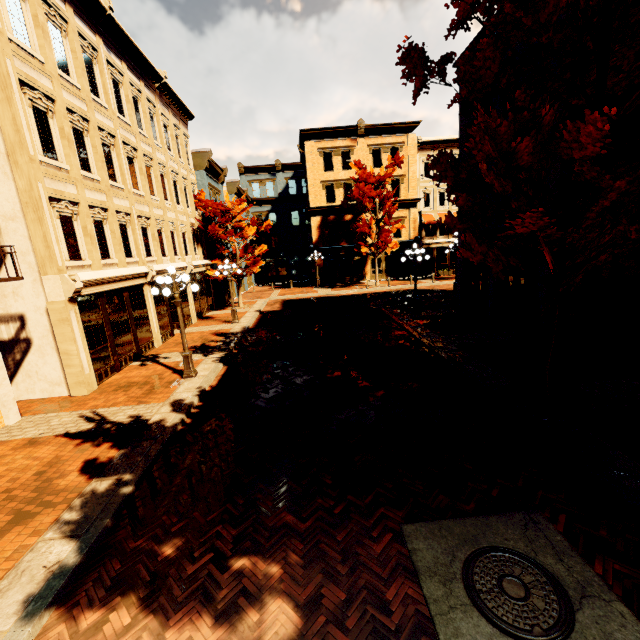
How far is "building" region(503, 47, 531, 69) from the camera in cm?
1141

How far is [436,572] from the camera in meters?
3.9 m

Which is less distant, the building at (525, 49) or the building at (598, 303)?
the building at (598, 303)

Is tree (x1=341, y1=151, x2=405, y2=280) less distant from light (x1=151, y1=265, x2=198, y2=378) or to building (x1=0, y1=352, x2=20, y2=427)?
light (x1=151, y1=265, x2=198, y2=378)

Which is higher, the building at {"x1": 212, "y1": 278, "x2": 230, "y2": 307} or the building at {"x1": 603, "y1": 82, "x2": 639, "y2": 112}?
the building at {"x1": 603, "y1": 82, "x2": 639, "y2": 112}

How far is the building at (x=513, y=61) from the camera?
11.4 meters

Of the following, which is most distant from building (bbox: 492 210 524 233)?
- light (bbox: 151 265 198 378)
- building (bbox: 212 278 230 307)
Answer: light (bbox: 151 265 198 378)
